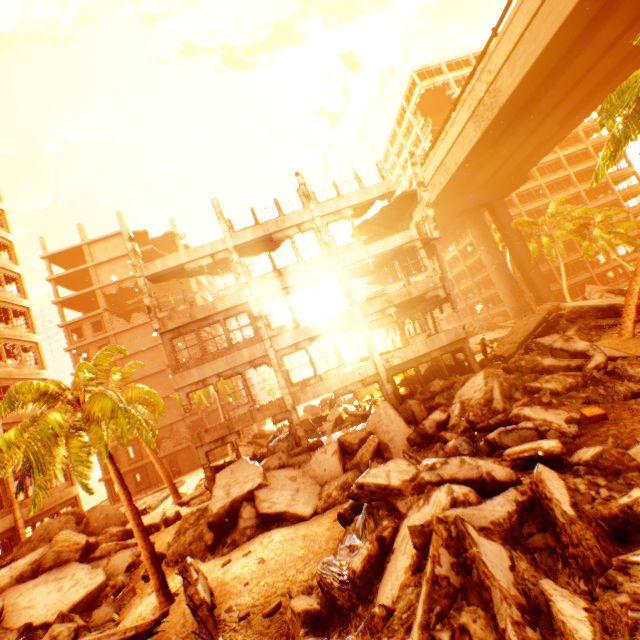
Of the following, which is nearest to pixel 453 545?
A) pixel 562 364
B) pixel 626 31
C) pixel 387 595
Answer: pixel 387 595

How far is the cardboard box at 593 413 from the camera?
8.1 meters

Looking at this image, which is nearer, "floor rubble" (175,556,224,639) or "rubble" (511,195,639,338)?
"floor rubble" (175,556,224,639)

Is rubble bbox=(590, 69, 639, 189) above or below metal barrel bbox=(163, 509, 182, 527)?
above

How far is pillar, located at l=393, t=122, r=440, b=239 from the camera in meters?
18.6 m

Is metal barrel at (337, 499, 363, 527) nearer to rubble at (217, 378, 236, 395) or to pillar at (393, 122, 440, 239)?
rubble at (217, 378, 236, 395)

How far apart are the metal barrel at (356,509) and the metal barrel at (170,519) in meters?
11.0 m

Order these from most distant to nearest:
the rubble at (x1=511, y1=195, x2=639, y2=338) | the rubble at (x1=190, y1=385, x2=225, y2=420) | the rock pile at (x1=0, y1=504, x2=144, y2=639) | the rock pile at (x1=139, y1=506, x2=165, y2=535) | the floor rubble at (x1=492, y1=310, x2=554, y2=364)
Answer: the rubble at (x1=190, y1=385, x2=225, y2=420) → the floor rubble at (x1=492, y1=310, x2=554, y2=364) → the rock pile at (x1=139, y1=506, x2=165, y2=535) → the rubble at (x1=511, y1=195, x2=639, y2=338) → the rock pile at (x1=0, y1=504, x2=144, y2=639)
